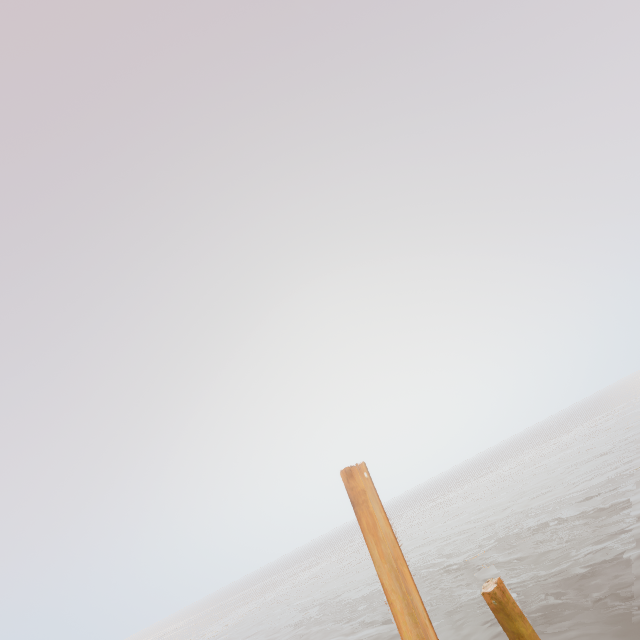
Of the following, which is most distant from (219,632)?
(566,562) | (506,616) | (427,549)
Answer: (506,616)

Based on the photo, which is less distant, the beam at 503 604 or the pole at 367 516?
the pole at 367 516

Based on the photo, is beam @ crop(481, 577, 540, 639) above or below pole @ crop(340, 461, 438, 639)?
below

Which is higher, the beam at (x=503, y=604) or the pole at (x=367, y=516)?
the pole at (x=367, y=516)

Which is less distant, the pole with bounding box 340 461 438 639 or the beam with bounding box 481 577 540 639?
the pole with bounding box 340 461 438 639
